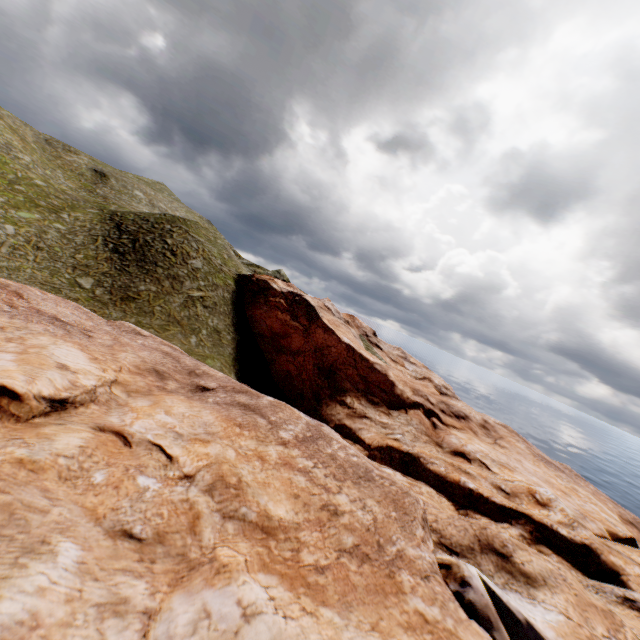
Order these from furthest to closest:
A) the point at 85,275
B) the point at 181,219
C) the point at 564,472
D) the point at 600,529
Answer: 1. the point at 181,219
2. the point at 564,472
3. the point at 600,529
4. the point at 85,275
